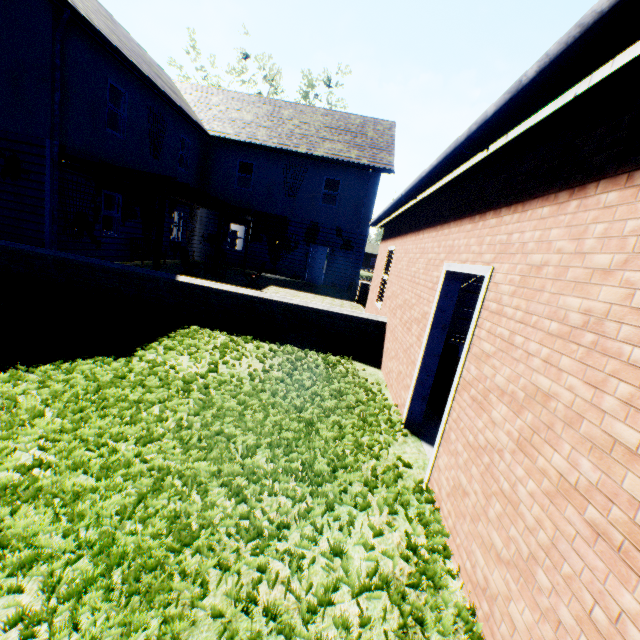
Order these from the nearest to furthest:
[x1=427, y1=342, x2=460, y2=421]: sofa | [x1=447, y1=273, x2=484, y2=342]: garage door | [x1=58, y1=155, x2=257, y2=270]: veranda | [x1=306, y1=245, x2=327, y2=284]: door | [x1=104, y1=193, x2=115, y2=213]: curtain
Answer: [x1=427, y1=342, x2=460, y2=421]: sofa, [x1=58, y1=155, x2=257, y2=270]: veranda, [x1=447, y1=273, x2=484, y2=342]: garage door, [x1=104, y1=193, x2=115, y2=213]: curtain, [x1=306, y1=245, x2=327, y2=284]: door

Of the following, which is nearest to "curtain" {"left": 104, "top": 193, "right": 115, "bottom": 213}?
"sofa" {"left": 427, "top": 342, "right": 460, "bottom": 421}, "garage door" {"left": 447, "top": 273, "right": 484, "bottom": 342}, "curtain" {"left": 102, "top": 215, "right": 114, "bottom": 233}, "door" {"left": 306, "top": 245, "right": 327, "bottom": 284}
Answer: "curtain" {"left": 102, "top": 215, "right": 114, "bottom": 233}

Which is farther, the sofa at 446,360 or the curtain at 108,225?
the curtain at 108,225

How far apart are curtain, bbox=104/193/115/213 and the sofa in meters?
12.2 m

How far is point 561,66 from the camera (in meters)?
1.63

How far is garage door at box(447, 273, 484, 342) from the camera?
10.7m

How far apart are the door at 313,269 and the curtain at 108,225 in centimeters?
1006cm

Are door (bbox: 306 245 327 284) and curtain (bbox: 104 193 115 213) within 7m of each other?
no
